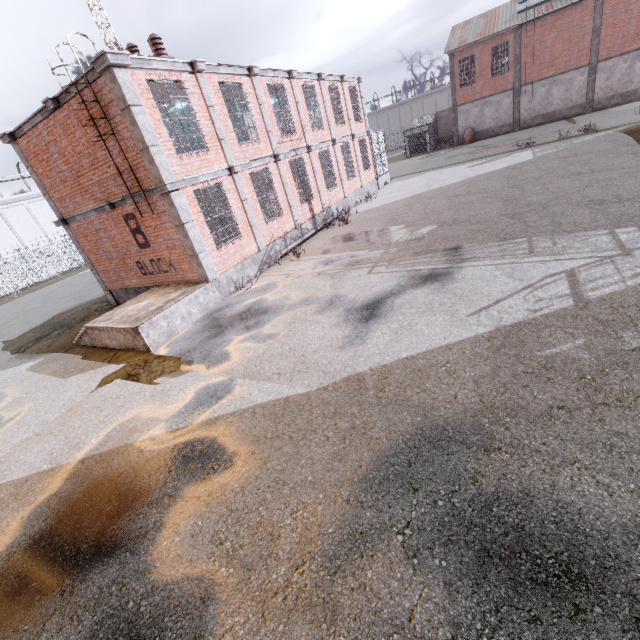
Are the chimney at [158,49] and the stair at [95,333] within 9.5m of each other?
yes

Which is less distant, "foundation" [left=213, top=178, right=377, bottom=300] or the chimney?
the chimney

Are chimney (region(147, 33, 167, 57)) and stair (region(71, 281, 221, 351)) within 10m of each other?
yes

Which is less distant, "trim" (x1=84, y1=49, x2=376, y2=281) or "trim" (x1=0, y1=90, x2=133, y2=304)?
"trim" (x1=84, y1=49, x2=376, y2=281)

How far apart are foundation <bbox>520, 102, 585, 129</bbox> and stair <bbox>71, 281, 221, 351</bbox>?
39.0 meters

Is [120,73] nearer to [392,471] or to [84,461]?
[84,461]

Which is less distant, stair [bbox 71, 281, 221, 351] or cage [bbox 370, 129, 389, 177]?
stair [bbox 71, 281, 221, 351]

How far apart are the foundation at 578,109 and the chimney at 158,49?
36.44m
